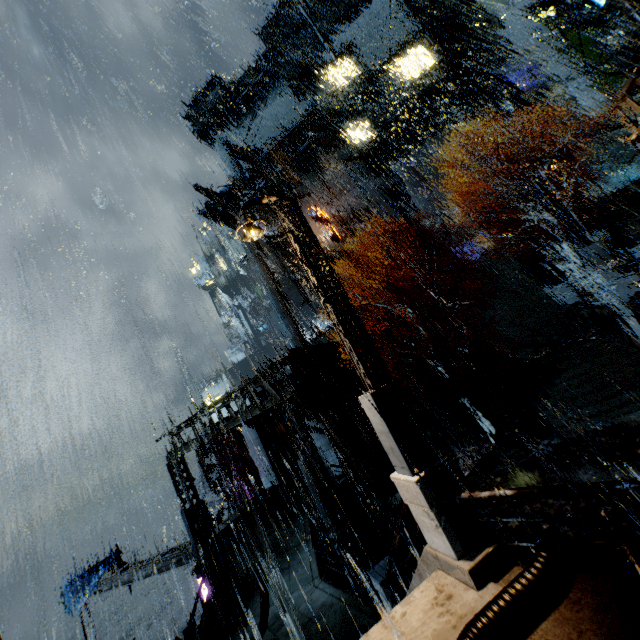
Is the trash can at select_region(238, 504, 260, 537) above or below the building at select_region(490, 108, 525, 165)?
below

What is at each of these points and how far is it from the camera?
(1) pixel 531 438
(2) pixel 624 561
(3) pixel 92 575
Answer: (1) building vent, 15.5m
(2) railing, 3.6m
(3) cloth, 21.3m

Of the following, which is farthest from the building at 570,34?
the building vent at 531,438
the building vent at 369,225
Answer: the building vent at 531,438

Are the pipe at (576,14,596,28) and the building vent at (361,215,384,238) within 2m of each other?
no

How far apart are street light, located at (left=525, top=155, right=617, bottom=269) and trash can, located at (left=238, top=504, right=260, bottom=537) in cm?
2146

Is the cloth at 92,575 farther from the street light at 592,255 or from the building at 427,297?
the street light at 592,255

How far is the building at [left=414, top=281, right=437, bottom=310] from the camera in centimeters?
3322cm

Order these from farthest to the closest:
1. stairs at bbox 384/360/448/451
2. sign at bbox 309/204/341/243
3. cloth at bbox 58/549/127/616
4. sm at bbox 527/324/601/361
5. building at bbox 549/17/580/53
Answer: sign at bbox 309/204/341/243 < building at bbox 549/17/580/53 < stairs at bbox 384/360/448/451 < cloth at bbox 58/549/127/616 < sm at bbox 527/324/601/361
